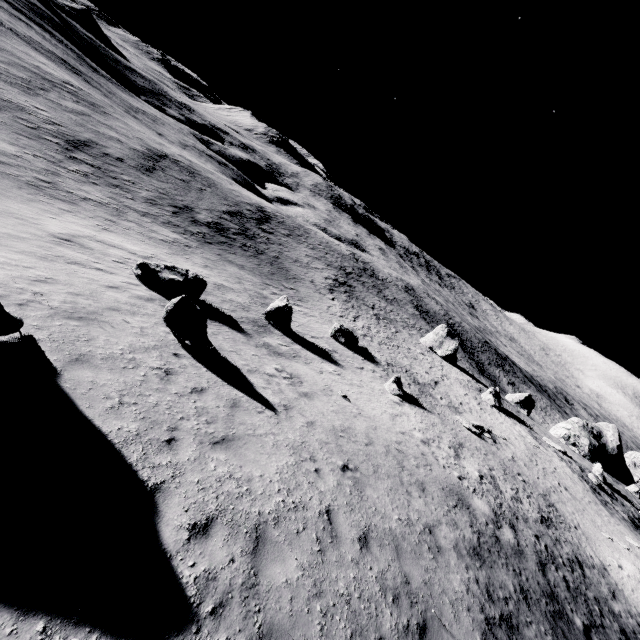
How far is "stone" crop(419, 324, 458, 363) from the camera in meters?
50.9 m

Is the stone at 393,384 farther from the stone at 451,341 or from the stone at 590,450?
the stone at 590,450

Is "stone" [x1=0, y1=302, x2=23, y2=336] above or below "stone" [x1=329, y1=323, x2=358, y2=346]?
above

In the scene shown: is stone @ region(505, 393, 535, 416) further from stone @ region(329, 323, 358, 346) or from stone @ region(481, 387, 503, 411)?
stone @ region(329, 323, 358, 346)

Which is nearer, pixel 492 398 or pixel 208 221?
pixel 492 398

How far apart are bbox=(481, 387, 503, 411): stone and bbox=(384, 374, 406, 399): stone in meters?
21.5

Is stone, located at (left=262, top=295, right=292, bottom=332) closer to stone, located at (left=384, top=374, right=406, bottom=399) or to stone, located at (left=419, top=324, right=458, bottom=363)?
stone, located at (left=384, top=374, right=406, bottom=399)

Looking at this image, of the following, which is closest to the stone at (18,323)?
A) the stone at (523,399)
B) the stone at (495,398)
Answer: the stone at (495,398)
